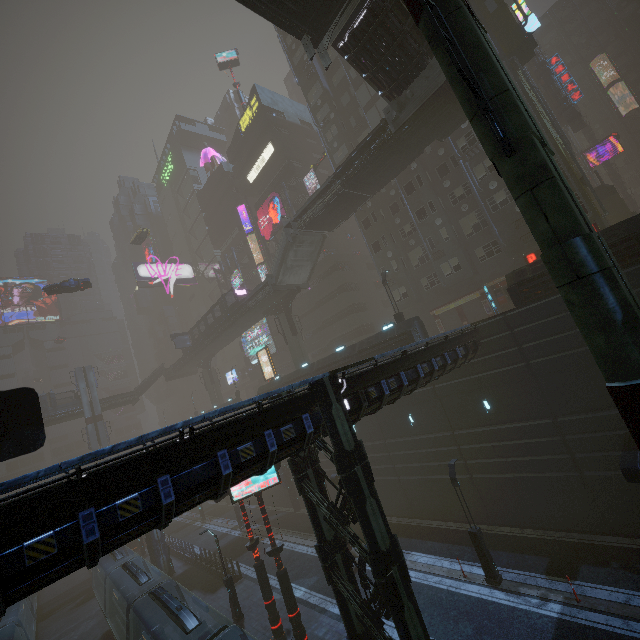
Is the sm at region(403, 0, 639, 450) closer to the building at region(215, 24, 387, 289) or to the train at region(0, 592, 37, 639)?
the building at region(215, 24, 387, 289)

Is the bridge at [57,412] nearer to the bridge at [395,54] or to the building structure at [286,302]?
the building structure at [286,302]

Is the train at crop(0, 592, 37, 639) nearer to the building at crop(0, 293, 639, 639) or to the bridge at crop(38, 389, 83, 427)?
the building at crop(0, 293, 639, 639)

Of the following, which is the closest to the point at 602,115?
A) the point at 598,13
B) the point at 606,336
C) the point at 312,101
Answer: the point at 598,13

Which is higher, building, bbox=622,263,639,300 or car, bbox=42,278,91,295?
car, bbox=42,278,91,295

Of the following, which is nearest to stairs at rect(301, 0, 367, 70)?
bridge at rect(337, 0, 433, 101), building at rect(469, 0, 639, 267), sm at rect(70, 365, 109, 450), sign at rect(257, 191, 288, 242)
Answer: bridge at rect(337, 0, 433, 101)

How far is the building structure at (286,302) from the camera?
37.1 meters

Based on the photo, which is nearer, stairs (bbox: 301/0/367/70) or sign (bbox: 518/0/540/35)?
stairs (bbox: 301/0/367/70)
